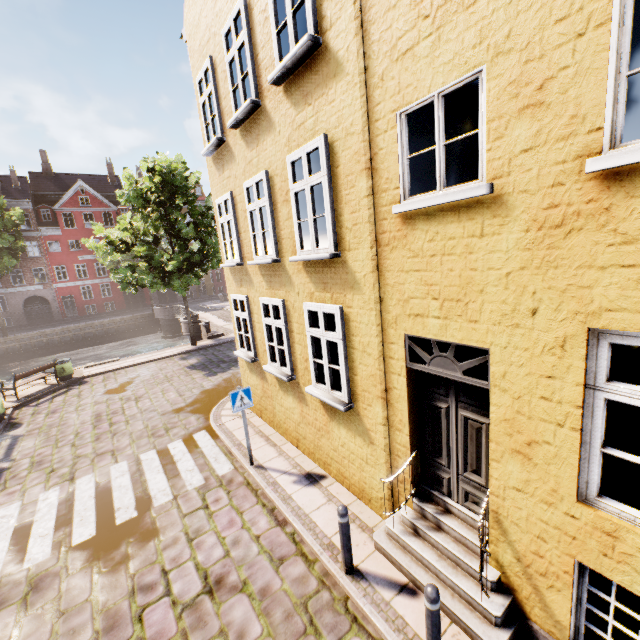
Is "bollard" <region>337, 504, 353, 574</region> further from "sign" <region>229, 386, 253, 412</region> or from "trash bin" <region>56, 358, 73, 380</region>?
"trash bin" <region>56, 358, 73, 380</region>

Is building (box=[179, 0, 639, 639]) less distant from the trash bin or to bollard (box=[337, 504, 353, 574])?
bollard (box=[337, 504, 353, 574])

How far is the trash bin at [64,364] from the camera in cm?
1505

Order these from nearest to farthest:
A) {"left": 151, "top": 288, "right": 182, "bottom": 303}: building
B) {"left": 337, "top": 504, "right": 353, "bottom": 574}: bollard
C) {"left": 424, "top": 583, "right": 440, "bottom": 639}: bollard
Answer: {"left": 424, "top": 583, "right": 440, "bottom": 639}: bollard → {"left": 337, "top": 504, "right": 353, "bottom": 574}: bollard → {"left": 151, "top": 288, "right": 182, "bottom": 303}: building

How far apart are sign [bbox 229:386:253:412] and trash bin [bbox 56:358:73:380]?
12.91m

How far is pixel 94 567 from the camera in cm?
546

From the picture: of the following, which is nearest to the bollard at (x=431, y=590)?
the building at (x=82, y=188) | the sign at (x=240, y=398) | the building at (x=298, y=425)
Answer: the building at (x=298, y=425)

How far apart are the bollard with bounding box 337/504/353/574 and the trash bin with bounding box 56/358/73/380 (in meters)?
16.17
